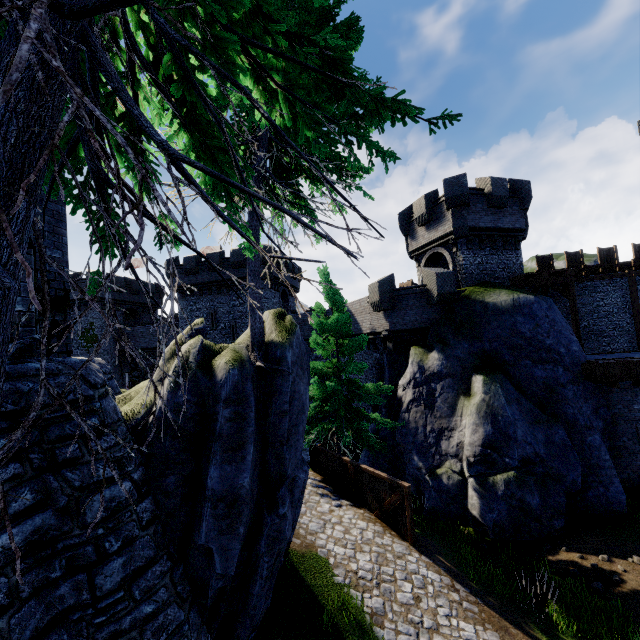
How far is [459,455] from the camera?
14.45m

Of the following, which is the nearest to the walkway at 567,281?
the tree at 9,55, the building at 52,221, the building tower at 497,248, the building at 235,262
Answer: the building tower at 497,248

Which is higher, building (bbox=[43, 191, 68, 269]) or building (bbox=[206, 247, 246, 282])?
building (bbox=[206, 247, 246, 282])

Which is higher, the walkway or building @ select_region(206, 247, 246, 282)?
building @ select_region(206, 247, 246, 282)

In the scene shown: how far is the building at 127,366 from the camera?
37.1 meters

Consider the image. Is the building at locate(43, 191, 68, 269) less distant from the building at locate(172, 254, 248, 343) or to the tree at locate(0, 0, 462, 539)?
the tree at locate(0, 0, 462, 539)

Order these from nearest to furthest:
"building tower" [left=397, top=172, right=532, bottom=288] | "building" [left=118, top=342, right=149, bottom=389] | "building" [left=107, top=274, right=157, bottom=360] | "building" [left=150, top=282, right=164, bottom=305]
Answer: "building tower" [left=397, top=172, right=532, bottom=288] < "building" [left=107, top=274, right=157, bottom=360] < "building" [left=118, top=342, right=149, bottom=389] < "building" [left=150, top=282, right=164, bottom=305]
